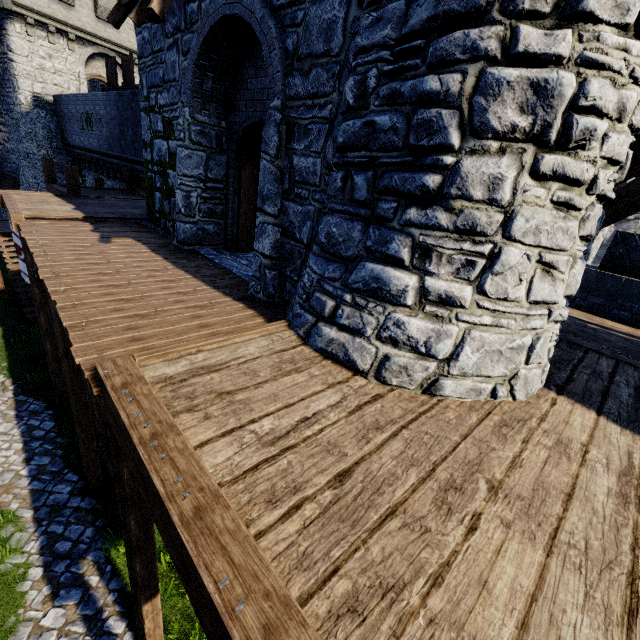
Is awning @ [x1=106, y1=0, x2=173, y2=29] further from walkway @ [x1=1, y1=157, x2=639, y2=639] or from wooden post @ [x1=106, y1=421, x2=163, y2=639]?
wooden post @ [x1=106, y1=421, x2=163, y2=639]

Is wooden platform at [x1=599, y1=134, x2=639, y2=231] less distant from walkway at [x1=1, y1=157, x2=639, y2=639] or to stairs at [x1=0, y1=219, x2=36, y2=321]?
walkway at [x1=1, y1=157, x2=639, y2=639]

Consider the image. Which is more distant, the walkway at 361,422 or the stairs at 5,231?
the stairs at 5,231

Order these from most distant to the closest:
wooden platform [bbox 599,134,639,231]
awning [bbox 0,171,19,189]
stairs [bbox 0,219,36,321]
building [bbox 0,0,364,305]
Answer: awning [bbox 0,171,19,189]
stairs [bbox 0,219,36,321]
building [bbox 0,0,364,305]
wooden platform [bbox 599,134,639,231]

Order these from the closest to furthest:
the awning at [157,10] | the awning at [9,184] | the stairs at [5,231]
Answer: the awning at [157,10], the stairs at [5,231], the awning at [9,184]

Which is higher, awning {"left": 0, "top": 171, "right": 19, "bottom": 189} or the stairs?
awning {"left": 0, "top": 171, "right": 19, "bottom": 189}

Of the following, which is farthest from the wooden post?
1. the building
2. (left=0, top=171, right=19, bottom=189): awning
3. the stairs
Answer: (left=0, top=171, right=19, bottom=189): awning

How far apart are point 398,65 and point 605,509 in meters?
4.2 m
